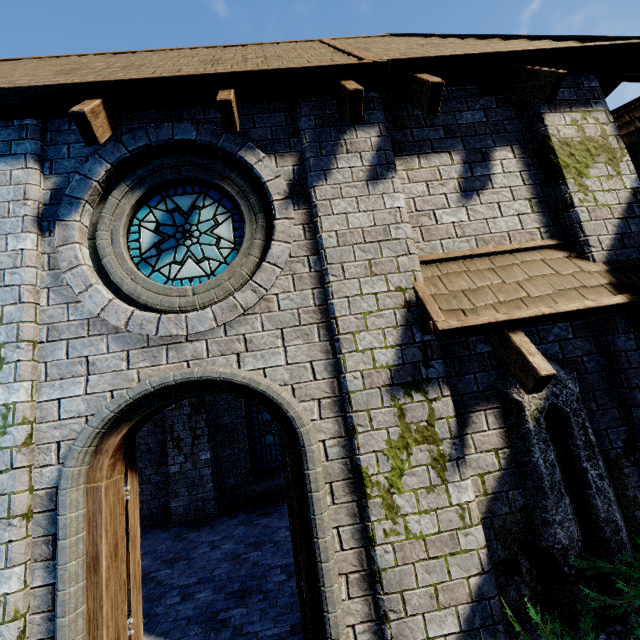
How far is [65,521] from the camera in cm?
265

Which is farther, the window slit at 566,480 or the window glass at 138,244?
the window glass at 138,244

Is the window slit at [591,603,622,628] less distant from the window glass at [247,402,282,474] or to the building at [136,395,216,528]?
the building at [136,395,216,528]

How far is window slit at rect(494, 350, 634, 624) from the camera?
2.89m

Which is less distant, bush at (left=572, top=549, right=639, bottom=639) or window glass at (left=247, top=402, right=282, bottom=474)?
bush at (left=572, top=549, right=639, bottom=639)

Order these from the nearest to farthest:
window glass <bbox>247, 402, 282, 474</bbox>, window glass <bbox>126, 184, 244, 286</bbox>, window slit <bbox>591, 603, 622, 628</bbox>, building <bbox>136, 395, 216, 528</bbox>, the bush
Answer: the bush
window slit <bbox>591, 603, 622, 628</bbox>
window glass <bbox>126, 184, 244, 286</bbox>
building <bbox>136, 395, 216, 528</bbox>
window glass <bbox>247, 402, 282, 474</bbox>

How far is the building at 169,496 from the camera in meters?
7.6

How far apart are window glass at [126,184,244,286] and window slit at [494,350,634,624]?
3.04m
